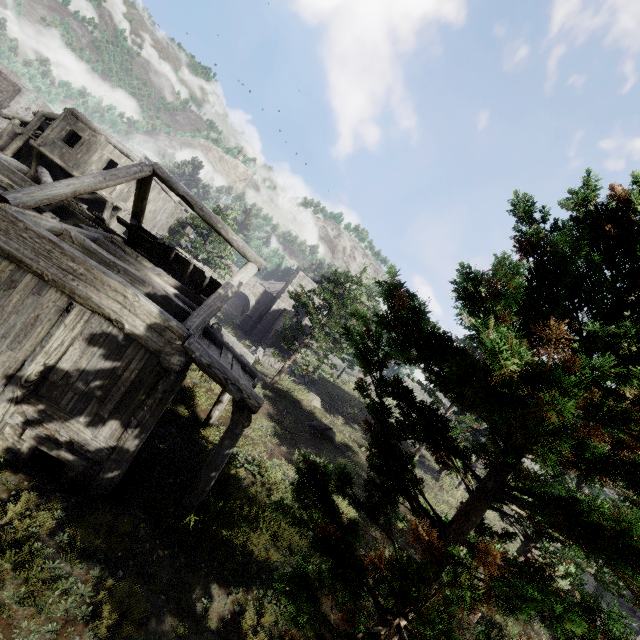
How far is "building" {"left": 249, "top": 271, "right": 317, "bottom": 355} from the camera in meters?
32.9

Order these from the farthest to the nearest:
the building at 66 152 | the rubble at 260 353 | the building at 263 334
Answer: the building at 263 334, the rubble at 260 353, the building at 66 152

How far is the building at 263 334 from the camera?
32.9m

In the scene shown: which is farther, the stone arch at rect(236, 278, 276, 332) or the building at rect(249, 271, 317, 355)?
the stone arch at rect(236, 278, 276, 332)

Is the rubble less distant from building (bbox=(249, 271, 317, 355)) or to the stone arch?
building (bbox=(249, 271, 317, 355))

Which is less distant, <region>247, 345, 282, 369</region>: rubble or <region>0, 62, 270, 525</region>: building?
<region>0, 62, 270, 525</region>: building

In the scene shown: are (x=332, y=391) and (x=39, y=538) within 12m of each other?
no

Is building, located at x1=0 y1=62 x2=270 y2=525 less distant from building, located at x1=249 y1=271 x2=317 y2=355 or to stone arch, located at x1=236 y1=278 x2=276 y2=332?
stone arch, located at x1=236 y1=278 x2=276 y2=332
